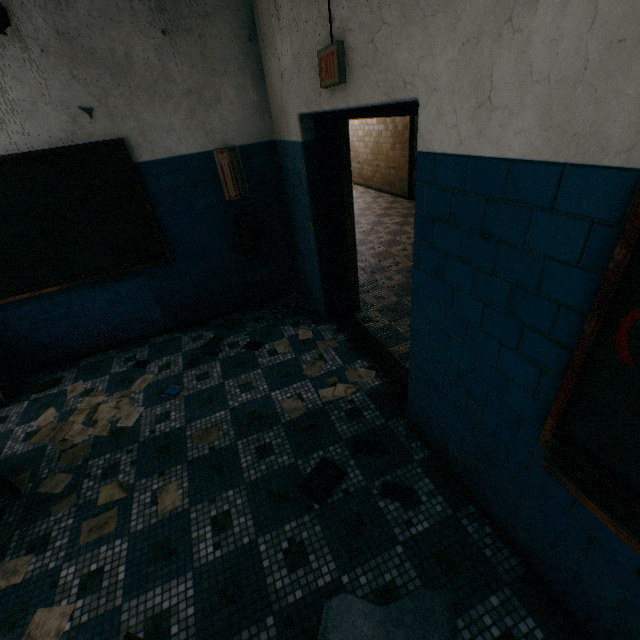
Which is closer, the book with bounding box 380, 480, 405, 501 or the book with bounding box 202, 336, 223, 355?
the book with bounding box 380, 480, 405, 501

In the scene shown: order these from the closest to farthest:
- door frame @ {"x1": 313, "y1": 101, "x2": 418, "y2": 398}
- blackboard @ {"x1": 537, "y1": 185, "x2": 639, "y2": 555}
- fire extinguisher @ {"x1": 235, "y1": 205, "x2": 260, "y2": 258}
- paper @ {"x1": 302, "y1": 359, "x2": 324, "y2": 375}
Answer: blackboard @ {"x1": 537, "y1": 185, "x2": 639, "y2": 555}, door frame @ {"x1": 313, "y1": 101, "x2": 418, "y2": 398}, paper @ {"x1": 302, "y1": 359, "x2": 324, "y2": 375}, fire extinguisher @ {"x1": 235, "y1": 205, "x2": 260, "y2": 258}

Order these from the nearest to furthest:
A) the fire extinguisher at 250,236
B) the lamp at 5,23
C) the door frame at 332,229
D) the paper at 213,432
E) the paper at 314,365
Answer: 1. the lamp at 5,23
2. the door frame at 332,229
3. the paper at 213,432
4. the paper at 314,365
5. the fire extinguisher at 250,236

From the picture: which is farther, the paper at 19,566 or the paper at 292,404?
the paper at 292,404

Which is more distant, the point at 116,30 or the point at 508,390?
the point at 116,30

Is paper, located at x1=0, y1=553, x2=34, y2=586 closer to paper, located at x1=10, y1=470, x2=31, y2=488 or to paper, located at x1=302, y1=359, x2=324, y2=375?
paper, located at x1=10, y1=470, x2=31, y2=488

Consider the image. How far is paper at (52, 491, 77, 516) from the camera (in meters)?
2.36

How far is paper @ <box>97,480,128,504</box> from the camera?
2.4 meters
